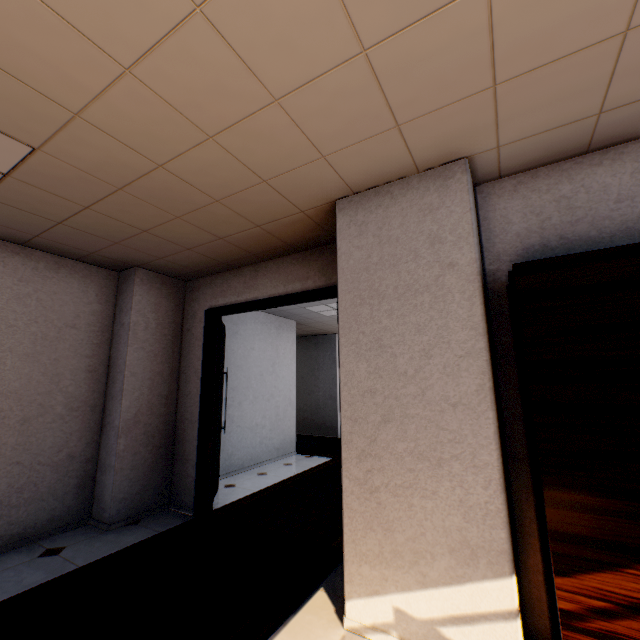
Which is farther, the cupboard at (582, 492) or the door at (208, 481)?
the door at (208, 481)

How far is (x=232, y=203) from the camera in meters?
2.6

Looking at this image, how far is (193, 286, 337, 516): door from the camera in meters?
3.7

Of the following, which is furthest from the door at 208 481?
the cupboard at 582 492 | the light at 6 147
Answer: the light at 6 147

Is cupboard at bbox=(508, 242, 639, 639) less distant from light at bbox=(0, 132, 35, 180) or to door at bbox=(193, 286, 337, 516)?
door at bbox=(193, 286, 337, 516)

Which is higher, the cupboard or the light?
the light

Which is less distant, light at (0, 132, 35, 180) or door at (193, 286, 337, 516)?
light at (0, 132, 35, 180)
